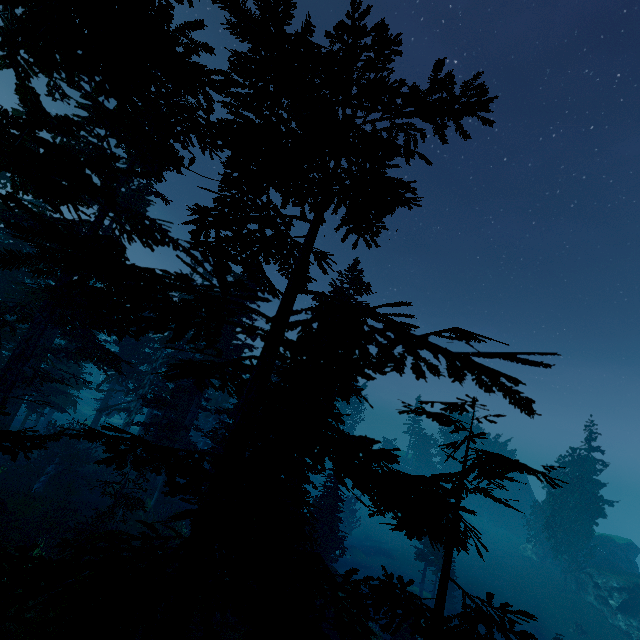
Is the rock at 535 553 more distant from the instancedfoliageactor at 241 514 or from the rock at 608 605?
the rock at 608 605

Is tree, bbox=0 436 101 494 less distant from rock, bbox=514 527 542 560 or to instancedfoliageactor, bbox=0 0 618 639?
instancedfoliageactor, bbox=0 0 618 639

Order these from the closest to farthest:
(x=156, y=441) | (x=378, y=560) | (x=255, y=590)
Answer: (x=255, y=590)
(x=156, y=441)
(x=378, y=560)

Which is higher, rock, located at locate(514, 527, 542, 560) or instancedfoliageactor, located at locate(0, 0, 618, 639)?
instancedfoliageactor, located at locate(0, 0, 618, 639)

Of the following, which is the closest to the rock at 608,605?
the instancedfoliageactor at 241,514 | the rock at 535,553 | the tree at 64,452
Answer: the instancedfoliageactor at 241,514

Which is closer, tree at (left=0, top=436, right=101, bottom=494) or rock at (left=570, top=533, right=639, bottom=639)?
tree at (left=0, top=436, right=101, bottom=494)

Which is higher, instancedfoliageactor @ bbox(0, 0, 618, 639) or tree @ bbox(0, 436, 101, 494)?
instancedfoliageactor @ bbox(0, 0, 618, 639)

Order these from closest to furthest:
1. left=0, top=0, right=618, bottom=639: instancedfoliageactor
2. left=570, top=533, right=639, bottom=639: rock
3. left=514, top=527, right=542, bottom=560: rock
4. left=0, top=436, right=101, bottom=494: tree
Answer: left=0, top=0, right=618, bottom=639: instancedfoliageactor, left=0, top=436, right=101, bottom=494: tree, left=570, top=533, right=639, bottom=639: rock, left=514, top=527, right=542, bottom=560: rock
